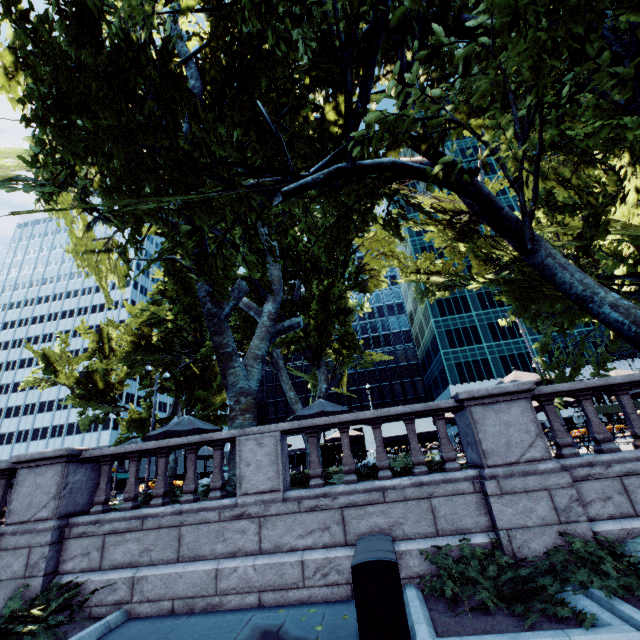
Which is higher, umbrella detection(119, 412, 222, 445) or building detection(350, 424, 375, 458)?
building detection(350, 424, 375, 458)

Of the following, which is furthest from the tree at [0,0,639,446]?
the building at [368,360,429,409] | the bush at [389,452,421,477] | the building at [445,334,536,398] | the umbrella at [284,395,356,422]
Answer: the building at [445,334,536,398]

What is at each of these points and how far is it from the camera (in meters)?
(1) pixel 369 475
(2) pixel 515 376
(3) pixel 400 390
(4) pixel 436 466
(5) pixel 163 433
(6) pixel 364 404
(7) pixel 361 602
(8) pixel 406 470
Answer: (1) bush, 7.30
(2) umbrella, 11.45
(3) building, 58.50
(4) bush, 6.44
(5) umbrella, 11.05
(6) building, 58.53
(7) container, 4.09
(8) bush, 7.06

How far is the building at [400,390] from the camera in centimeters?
5759cm

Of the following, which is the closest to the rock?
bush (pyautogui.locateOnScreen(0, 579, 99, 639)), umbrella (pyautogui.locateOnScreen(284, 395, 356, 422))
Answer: umbrella (pyautogui.locateOnScreen(284, 395, 356, 422))

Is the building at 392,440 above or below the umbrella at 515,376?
above

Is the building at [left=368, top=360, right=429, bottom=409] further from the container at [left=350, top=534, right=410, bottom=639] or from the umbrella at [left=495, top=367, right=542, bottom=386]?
the container at [left=350, top=534, right=410, bottom=639]

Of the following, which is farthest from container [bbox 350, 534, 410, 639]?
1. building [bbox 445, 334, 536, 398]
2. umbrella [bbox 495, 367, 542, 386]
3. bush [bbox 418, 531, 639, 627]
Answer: building [bbox 445, 334, 536, 398]
